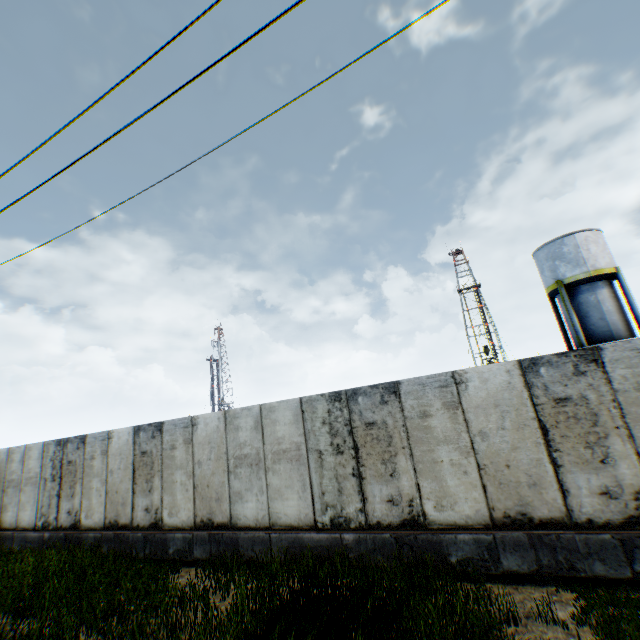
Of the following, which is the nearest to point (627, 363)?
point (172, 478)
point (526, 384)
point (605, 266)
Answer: point (526, 384)
